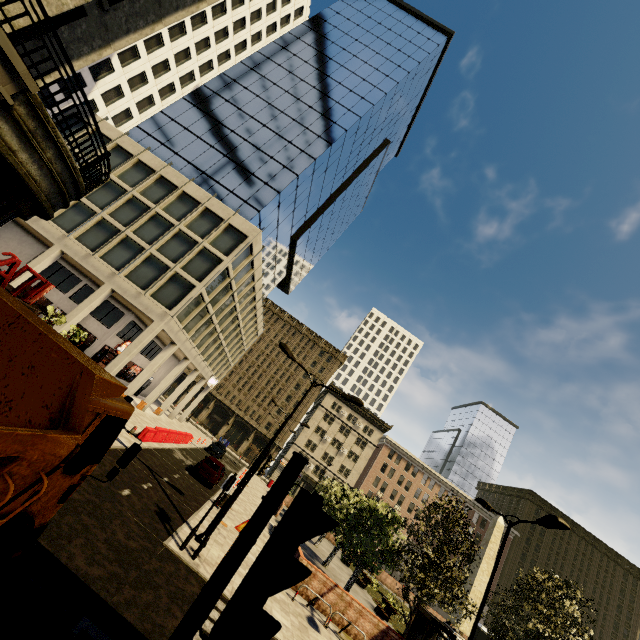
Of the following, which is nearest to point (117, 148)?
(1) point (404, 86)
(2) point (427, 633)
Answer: (1) point (404, 86)

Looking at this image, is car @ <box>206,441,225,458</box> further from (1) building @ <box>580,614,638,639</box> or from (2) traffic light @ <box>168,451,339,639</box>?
(2) traffic light @ <box>168,451,339,639</box>

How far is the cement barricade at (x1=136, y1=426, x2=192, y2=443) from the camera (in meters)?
19.34

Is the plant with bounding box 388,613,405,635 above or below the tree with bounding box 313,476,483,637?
below

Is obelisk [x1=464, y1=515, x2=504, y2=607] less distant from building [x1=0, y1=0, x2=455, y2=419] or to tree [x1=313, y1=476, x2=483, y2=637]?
tree [x1=313, y1=476, x2=483, y2=637]

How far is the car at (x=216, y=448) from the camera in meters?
35.5

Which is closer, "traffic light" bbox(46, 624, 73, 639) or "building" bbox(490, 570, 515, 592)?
"traffic light" bbox(46, 624, 73, 639)

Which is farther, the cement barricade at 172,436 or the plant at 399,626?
the plant at 399,626
